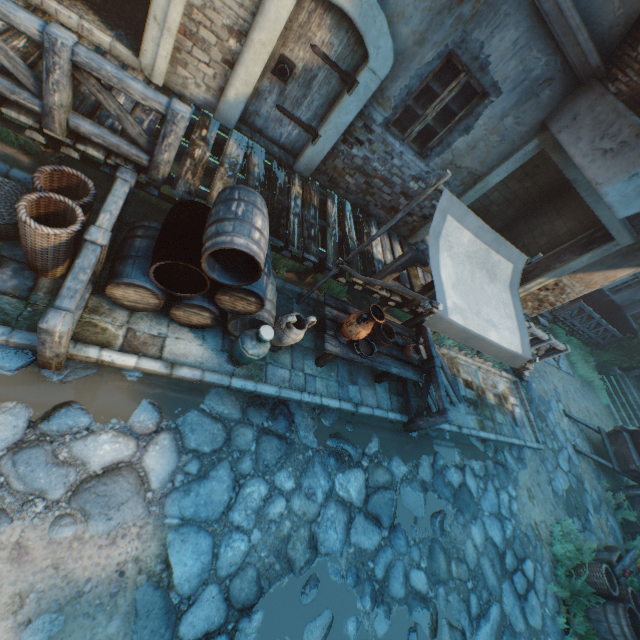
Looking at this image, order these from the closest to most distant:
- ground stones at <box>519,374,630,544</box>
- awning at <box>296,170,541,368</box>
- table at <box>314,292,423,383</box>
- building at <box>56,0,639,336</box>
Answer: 1. awning at <box>296,170,541,368</box>
2. building at <box>56,0,639,336</box>
3. table at <box>314,292,423,383</box>
4. ground stones at <box>519,374,630,544</box>

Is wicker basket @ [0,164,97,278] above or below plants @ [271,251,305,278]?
above

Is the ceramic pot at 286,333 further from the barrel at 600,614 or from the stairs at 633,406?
the stairs at 633,406

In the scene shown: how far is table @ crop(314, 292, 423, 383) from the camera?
4.88m

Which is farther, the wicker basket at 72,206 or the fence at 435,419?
the fence at 435,419

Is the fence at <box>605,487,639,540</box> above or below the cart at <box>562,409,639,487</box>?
below

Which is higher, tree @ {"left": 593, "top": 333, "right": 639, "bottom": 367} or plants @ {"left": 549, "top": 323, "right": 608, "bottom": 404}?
tree @ {"left": 593, "top": 333, "right": 639, "bottom": 367}

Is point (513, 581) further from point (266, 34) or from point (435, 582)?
point (266, 34)
